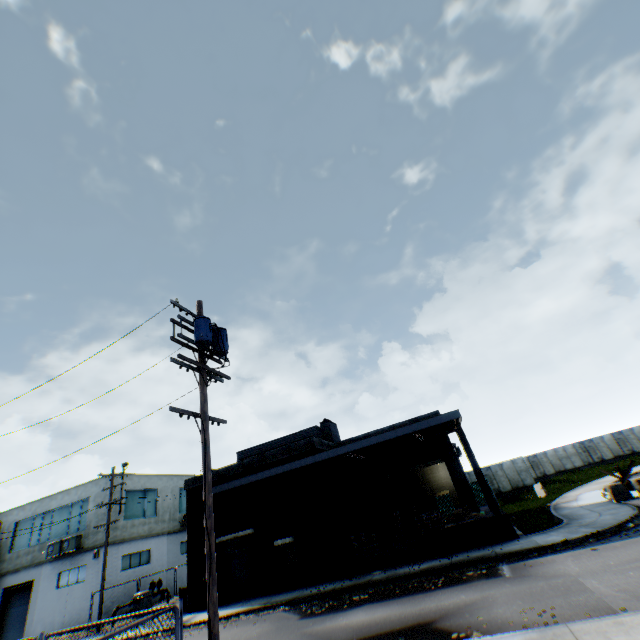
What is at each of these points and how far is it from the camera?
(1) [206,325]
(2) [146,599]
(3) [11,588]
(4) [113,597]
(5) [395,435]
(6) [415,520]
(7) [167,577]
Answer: (1) electric pole, 9.6m
(2) gas meter pipe, 23.2m
(3) building, 26.6m
(4) building, 24.1m
(5) building, 17.2m
(6) wooden pallet, 17.0m
(7) building, 28.7m

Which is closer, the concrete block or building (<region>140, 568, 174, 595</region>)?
the concrete block

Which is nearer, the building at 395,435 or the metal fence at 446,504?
the building at 395,435

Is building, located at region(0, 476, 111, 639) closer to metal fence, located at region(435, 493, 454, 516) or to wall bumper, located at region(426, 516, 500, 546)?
metal fence, located at region(435, 493, 454, 516)

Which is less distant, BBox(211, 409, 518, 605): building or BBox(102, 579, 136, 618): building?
BBox(211, 409, 518, 605): building

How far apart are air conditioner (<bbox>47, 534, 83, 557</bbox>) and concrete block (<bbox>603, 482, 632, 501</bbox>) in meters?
36.8 m

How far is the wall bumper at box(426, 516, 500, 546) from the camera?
15.44m

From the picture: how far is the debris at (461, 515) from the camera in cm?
1716
